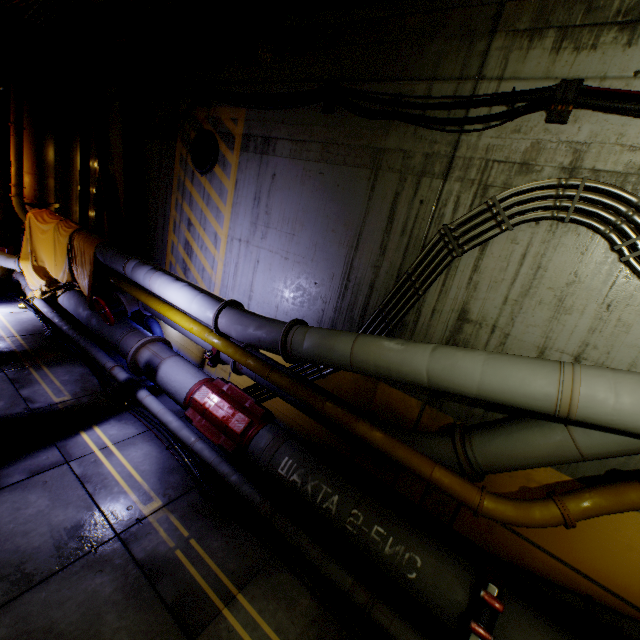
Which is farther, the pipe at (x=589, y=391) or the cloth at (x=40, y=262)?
the cloth at (x=40, y=262)

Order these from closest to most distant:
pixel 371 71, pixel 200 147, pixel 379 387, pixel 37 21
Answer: pixel 371 71
pixel 379 387
pixel 200 147
pixel 37 21

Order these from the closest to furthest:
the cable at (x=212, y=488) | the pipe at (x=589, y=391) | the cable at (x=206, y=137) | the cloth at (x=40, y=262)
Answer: the pipe at (x=589, y=391) → the cable at (x=212, y=488) → the cable at (x=206, y=137) → the cloth at (x=40, y=262)

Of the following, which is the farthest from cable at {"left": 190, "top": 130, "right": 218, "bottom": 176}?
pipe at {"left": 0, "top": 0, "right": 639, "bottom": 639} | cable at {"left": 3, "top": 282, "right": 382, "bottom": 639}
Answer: cable at {"left": 3, "top": 282, "right": 382, "bottom": 639}

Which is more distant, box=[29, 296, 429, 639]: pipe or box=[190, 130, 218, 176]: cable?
box=[190, 130, 218, 176]: cable

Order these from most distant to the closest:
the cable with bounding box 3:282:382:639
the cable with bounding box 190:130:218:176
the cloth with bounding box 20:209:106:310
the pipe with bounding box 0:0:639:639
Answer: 1. the cloth with bounding box 20:209:106:310
2. the cable with bounding box 190:130:218:176
3. the cable with bounding box 3:282:382:639
4. the pipe with bounding box 0:0:639:639

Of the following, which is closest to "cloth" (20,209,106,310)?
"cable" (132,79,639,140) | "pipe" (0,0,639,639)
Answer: "pipe" (0,0,639,639)

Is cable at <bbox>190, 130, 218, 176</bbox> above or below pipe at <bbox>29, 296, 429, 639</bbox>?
above
